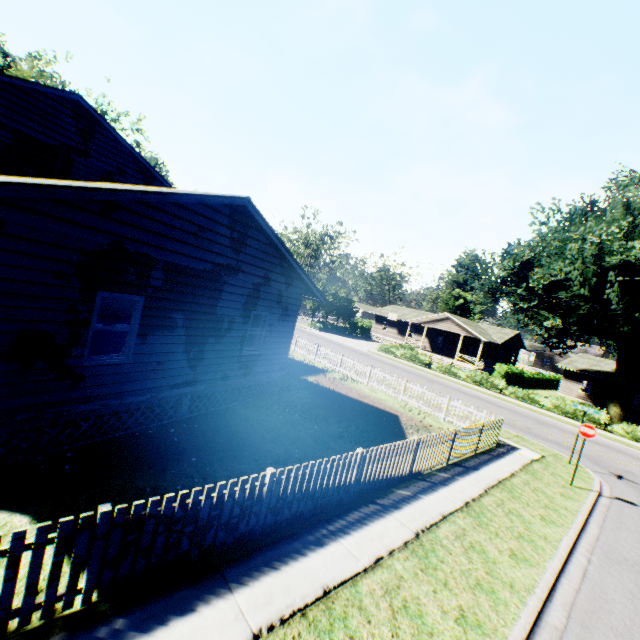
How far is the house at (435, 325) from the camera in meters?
40.1

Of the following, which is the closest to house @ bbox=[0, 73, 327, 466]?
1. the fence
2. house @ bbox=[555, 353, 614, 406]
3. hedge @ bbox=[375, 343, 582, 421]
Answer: the fence

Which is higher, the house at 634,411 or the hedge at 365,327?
the hedge at 365,327

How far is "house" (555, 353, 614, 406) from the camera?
38.0 meters

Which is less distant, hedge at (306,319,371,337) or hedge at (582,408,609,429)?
hedge at (582,408,609,429)

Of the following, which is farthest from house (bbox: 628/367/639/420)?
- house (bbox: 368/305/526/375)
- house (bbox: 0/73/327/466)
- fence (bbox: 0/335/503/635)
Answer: house (bbox: 0/73/327/466)

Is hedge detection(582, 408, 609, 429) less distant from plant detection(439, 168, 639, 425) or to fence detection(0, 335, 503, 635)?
plant detection(439, 168, 639, 425)

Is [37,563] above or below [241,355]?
below
